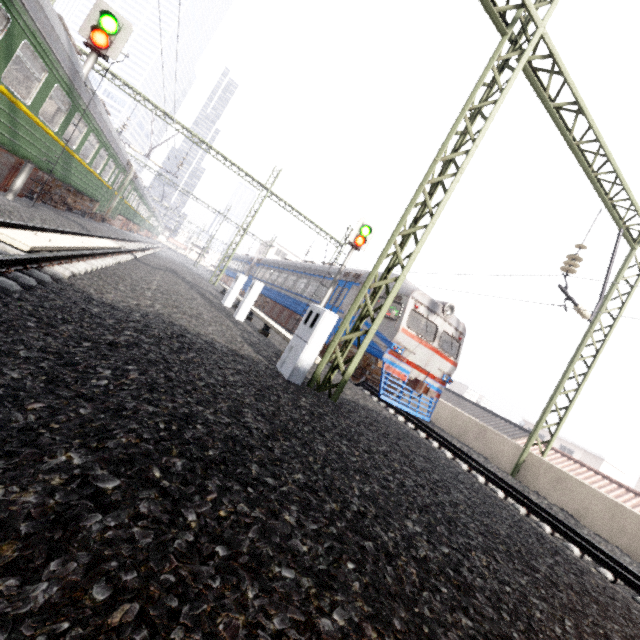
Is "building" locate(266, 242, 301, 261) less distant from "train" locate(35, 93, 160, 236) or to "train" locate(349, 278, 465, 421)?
"train" locate(349, 278, 465, 421)

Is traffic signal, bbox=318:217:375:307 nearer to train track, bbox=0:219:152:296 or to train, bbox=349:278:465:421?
train, bbox=349:278:465:421

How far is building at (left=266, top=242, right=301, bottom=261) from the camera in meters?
56.6

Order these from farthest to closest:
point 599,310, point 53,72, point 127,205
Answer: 1. point 127,205
2. point 599,310
3. point 53,72

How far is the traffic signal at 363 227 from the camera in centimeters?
1313cm

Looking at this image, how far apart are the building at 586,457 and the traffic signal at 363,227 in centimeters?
4154cm

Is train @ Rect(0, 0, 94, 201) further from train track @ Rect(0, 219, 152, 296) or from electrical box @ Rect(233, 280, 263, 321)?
electrical box @ Rect(233, 280, 263, 321)

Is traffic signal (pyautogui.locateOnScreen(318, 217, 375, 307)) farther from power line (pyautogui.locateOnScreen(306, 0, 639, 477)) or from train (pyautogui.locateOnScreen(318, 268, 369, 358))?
power line (pyautogui.locateOnScreen(306, 0, 639, 477))
